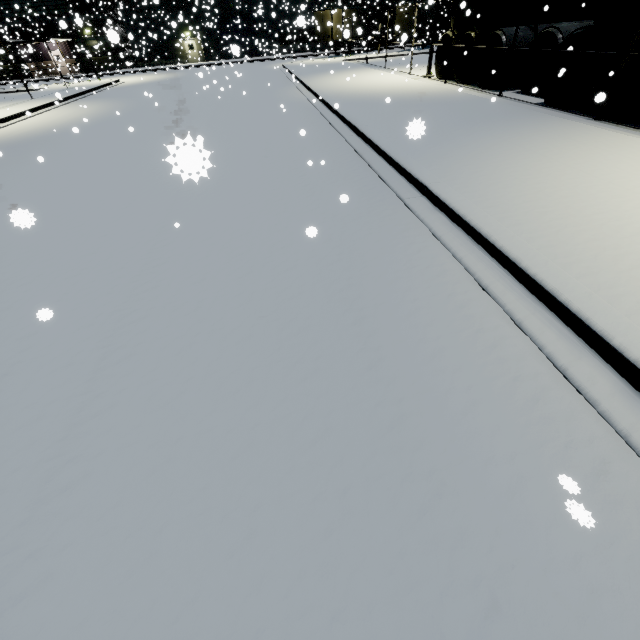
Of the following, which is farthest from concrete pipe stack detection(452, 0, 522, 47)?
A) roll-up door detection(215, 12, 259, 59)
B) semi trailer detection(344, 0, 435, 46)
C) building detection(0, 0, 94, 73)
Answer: roll-up door detection(215, 12, 259, 59)

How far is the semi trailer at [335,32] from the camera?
33.8 meters

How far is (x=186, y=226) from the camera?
5.8 meters

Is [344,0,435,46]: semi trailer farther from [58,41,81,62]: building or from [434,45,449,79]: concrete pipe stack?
[434,45,449,79]: concrete pipe stack

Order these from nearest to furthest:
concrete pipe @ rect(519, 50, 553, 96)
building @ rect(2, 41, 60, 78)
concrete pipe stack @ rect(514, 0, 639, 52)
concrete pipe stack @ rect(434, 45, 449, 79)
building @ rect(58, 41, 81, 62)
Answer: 1. concrete pipe stack @ rect(514, 0, 639, 52)
2. concrete pipe @ rect(519, 50, 553, 96)
3. concrete pipe stack @ rect(434, 45, 449, 79)
4. building @ rect(2, 41, 60, 78)
5. building @ rect(58, 41, 81, 62)

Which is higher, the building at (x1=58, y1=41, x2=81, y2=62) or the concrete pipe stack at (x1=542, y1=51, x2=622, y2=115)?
the building at (x1=58, y1=41, x2=81, y2=62)

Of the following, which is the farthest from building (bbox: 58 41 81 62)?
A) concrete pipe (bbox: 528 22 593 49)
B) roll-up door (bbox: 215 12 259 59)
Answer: Result: concrete pipe (bbox: 528 22 593 49)

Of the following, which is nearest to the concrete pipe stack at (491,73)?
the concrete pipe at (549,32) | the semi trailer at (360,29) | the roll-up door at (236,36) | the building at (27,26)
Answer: the concrete pipe at (549,32)
